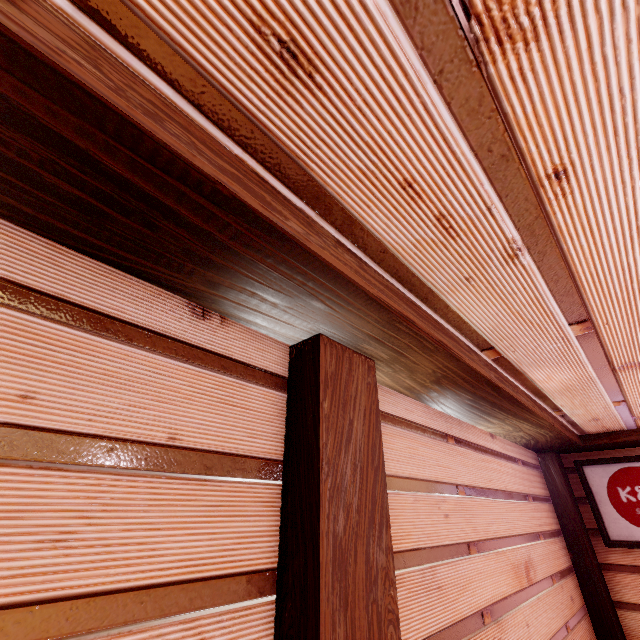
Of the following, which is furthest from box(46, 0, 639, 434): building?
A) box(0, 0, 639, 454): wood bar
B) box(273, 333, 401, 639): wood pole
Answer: box(273, 333, 401, 639): wood pole

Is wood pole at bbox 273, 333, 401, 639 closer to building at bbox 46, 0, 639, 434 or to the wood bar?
the wood bar

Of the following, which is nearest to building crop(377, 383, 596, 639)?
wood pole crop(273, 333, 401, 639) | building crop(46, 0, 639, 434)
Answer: wood pole crop(273, 333, 401, 639)

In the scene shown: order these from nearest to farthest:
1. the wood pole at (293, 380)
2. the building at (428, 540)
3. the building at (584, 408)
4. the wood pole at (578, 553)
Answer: the building at (584, 408), the wood pole at (293, 380), the building at (428, 540), the wood pole at (578, 553)

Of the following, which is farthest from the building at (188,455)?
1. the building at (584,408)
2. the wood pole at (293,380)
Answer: the building at (584,408)

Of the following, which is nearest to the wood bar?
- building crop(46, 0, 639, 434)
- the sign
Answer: building crop(46, 0, 639, 434)

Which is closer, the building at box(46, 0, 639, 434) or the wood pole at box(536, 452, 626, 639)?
the building at box(46, 0, 639, 434)

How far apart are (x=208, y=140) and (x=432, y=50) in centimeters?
94cm
